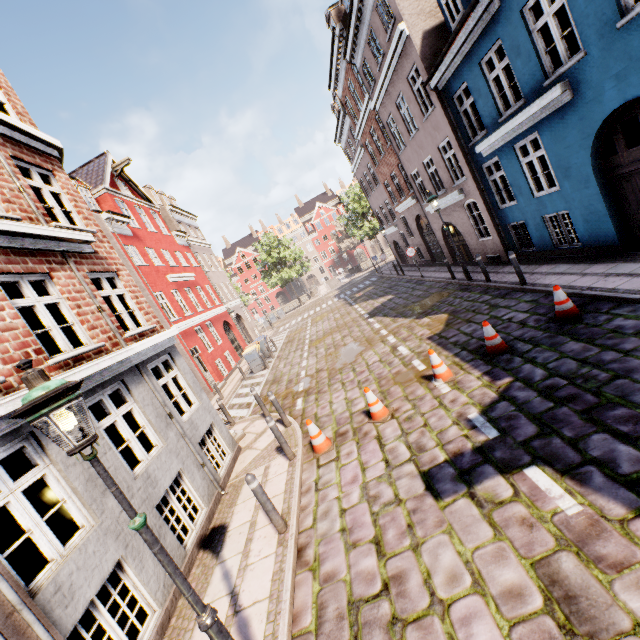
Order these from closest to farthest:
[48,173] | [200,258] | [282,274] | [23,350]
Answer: [23,350] < [48,173] < [200,258] < [282,274]

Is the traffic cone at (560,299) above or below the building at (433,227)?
below

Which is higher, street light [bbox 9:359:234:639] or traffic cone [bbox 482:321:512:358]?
street light [bbox 9:359:234:639]

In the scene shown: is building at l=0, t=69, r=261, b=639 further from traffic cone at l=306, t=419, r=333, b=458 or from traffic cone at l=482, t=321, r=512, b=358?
traffic cone at l=482, t=321, r=512, b=358

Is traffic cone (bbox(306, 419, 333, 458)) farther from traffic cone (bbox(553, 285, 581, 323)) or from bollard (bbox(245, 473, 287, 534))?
traffic cone (bbox(553, 285, 581, 323))

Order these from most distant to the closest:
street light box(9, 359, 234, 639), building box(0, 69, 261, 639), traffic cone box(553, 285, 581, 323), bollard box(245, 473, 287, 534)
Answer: traffic cone box(553, 285, 581, 323) < bollard box(245, 473, 287, 534) < building box(0, 69, 261, 639) < street light box(9, 359, 234, 639)

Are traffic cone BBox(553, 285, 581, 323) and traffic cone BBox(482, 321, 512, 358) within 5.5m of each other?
yes

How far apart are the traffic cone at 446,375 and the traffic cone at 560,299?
2.4 meters
